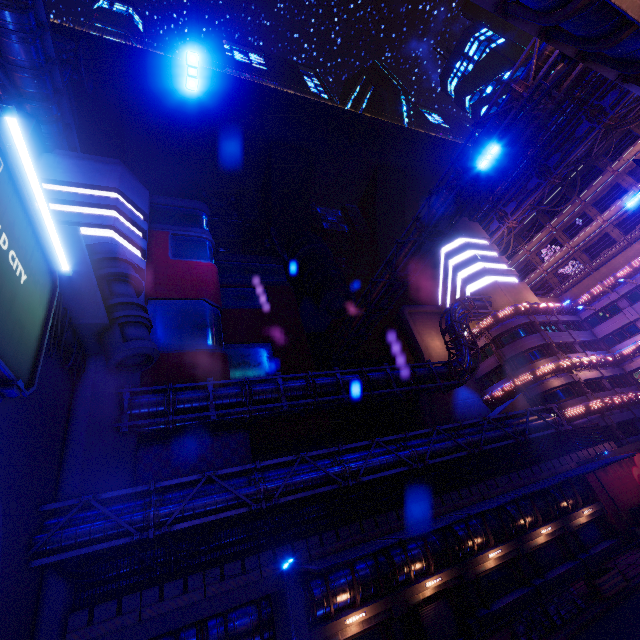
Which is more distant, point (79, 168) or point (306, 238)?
point (306, 238)

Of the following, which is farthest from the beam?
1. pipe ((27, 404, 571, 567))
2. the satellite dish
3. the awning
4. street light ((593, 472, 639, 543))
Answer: the satellite dish

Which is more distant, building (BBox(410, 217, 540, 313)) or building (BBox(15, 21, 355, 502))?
building (BBox(410, 217, 540, 313))

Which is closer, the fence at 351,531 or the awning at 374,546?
the awning at 374,546

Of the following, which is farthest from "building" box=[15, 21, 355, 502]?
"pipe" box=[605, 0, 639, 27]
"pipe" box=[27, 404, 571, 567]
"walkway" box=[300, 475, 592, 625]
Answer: "pipe" box=[605, 0, 639, 27]

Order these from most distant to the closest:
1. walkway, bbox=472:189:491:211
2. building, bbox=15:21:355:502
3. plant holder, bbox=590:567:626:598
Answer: walkway, bbox=472:189:491:211 < building, bbox=15:21:355:502 < plant holder, bbox=590:567:626:598

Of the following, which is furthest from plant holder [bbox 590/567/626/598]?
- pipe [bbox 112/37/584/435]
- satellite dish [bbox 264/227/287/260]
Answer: satellite dish [bbox 264/227/287/260]

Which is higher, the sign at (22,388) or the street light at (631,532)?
the sign at (22,388)
